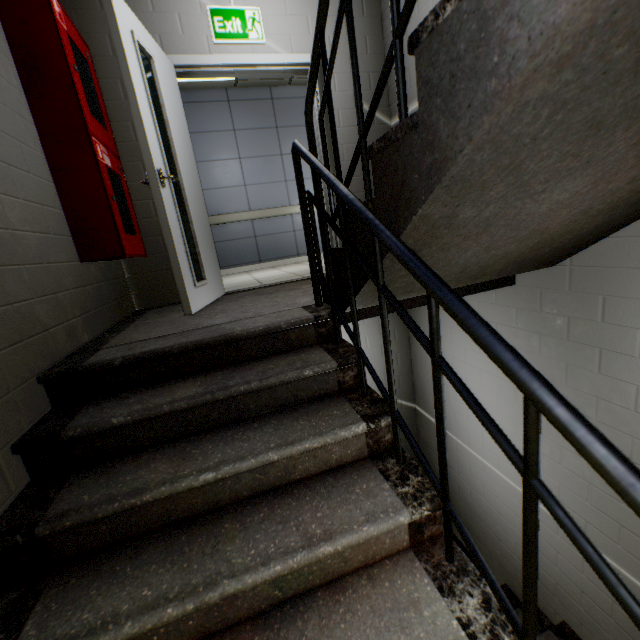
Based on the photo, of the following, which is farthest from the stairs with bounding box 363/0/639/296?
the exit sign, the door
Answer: the exit sign

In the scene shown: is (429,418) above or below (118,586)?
below

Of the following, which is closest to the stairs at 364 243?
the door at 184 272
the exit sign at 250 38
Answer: the door at 184 272

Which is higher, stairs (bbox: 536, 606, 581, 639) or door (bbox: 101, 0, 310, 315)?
door (bbox: 101, 0, 310, 315)

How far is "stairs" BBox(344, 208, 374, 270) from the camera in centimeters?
129cm

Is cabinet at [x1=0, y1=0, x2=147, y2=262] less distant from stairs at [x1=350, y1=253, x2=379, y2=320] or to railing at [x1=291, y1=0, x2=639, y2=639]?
stairs at [x1=350, y1=253, x2=379, y2=320]

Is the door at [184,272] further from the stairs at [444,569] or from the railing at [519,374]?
the railing at [519,374]
